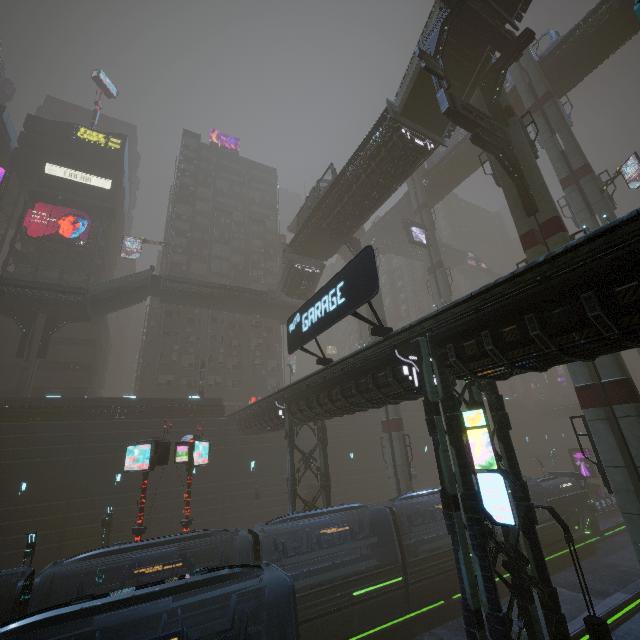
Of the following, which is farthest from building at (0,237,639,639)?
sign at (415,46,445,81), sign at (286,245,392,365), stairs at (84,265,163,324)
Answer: sign at (415,46,445,81)

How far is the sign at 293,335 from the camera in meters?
11.4

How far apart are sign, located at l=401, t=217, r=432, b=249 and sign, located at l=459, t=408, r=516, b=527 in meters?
30.2

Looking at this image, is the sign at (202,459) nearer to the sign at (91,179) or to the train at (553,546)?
the train at (553,546)

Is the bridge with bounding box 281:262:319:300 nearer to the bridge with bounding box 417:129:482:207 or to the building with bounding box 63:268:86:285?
the building with bounding box 63:268:86:285

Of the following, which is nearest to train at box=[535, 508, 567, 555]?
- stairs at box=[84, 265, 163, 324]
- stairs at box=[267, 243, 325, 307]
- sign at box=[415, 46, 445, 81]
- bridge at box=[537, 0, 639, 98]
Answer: sign at box=[415, 46, 445, 81]

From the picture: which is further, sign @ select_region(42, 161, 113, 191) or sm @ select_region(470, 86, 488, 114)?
sign @ select_region(42, 161, 113, 191)

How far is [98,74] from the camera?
52.2m
